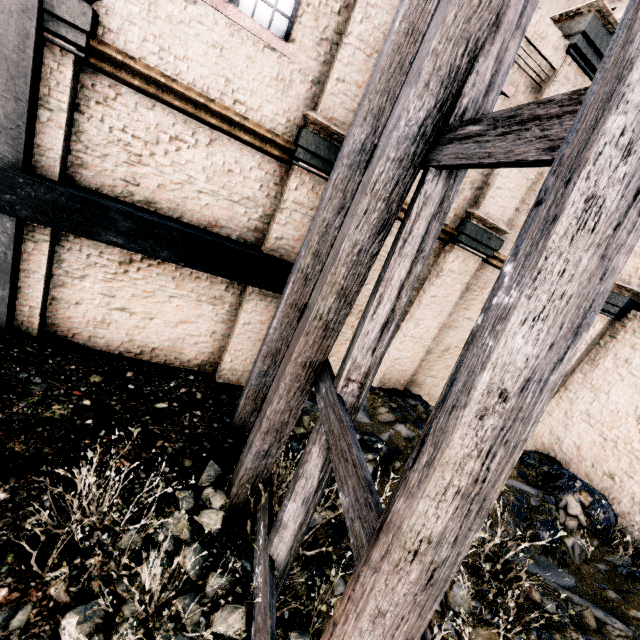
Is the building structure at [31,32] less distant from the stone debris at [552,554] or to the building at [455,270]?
the building at [455,270]

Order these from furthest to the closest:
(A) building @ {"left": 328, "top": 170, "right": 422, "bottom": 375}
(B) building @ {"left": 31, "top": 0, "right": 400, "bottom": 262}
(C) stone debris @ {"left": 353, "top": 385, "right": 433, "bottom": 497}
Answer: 1. (A) building @ {"left": 328, "top": 170, "right": 422, "bottom": 375}
2. (C) stone debris @ {"left": 353, "top": 385, "right": 433, "bottom": 497}
3. (B) building @ {"left": 31, "top": 0, "right": 400, "bottom": 262}

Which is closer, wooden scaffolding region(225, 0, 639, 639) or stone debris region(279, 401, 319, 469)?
wooden scaffolding region(225, 0, 639, 639)

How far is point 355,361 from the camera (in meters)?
3.35

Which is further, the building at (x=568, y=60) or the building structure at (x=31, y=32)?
the building at (x=568, y=60)

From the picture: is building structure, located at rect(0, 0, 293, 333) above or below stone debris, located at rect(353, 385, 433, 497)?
above

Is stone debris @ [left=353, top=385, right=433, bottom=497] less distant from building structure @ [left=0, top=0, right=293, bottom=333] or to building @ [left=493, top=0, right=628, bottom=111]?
building @ [left=493, top=0, right=628, bottom=111]
